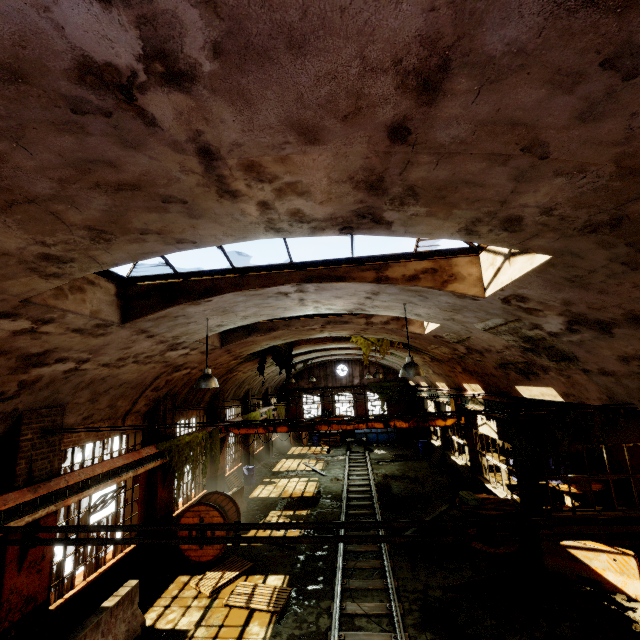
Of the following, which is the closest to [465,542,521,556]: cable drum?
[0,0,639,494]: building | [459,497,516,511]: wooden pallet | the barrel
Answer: [459,497,516,511]: wooden pallet

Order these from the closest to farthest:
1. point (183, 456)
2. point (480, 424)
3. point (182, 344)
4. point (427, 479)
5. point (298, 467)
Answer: point (182, 344) < point (183, 456) < point (480, 424) < point (427, 479) < point (298, 467)

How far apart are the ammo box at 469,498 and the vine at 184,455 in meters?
10.0

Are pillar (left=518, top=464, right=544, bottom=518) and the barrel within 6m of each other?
no

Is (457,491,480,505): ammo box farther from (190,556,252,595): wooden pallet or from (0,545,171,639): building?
(190,556,252,595): wooden pallet

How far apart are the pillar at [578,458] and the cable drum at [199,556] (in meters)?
15.44

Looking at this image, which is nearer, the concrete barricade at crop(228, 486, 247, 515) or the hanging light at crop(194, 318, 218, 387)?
the hanging light at crop(194, 318, 218, 387)

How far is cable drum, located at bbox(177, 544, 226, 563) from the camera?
10.83m
